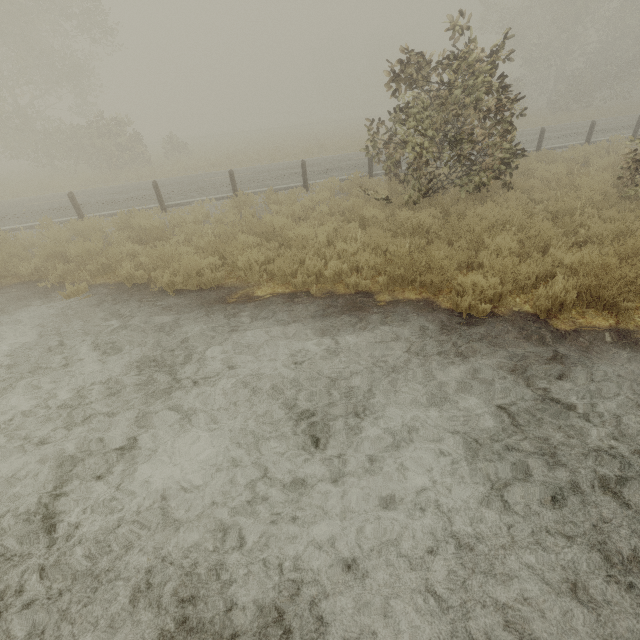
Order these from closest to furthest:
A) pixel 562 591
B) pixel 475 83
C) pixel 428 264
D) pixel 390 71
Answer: pixel 562 591 → pixel 428 264 → pixel 475 83 → pixel 390 71
